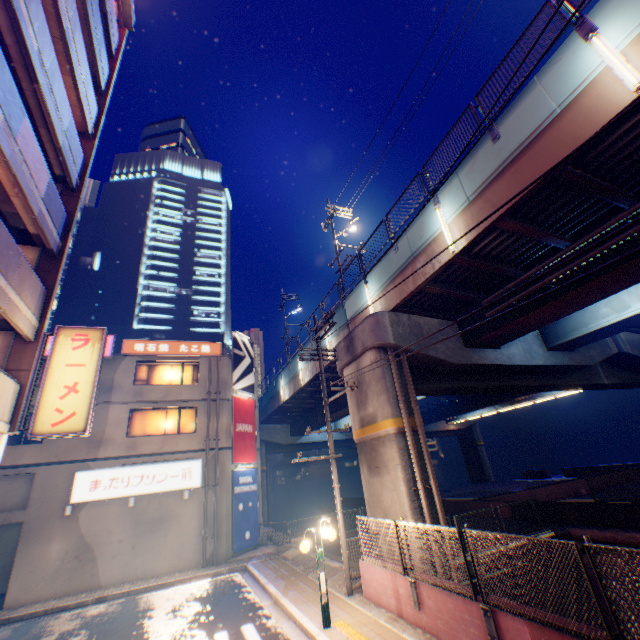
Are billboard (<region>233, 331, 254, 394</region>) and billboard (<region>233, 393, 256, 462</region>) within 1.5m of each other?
yes

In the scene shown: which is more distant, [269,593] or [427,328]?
[427,328]

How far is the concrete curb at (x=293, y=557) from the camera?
13.3m

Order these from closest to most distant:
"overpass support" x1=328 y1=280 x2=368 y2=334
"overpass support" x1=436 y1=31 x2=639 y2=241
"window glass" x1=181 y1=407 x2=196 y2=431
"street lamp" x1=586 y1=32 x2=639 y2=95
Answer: "street lamp" x1=586 y1=32 x2=639 y2=95 → "overpass support" x1=436 y1=31 x2=639 y2=241 → "overpass support" x1=328 y1=280 x2=368 y2=334 → "window glass" x1=181 y1=407 x2=196 y2=431

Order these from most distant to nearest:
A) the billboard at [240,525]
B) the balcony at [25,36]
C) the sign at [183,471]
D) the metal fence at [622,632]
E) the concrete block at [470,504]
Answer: the billboard at [240,525] < the sign at [183,471] < the concrete block at [470,504] < the balcony at [25,36] < the metal fence at [622,632]

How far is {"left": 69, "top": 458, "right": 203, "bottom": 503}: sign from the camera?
16.3 meters

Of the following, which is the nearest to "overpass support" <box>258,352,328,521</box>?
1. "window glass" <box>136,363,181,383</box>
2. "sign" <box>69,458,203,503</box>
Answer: "window glass" <box>136,363,181,383</box>

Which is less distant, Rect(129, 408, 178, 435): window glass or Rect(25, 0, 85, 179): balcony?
Rect(25, 0, 85, 179): balcony
